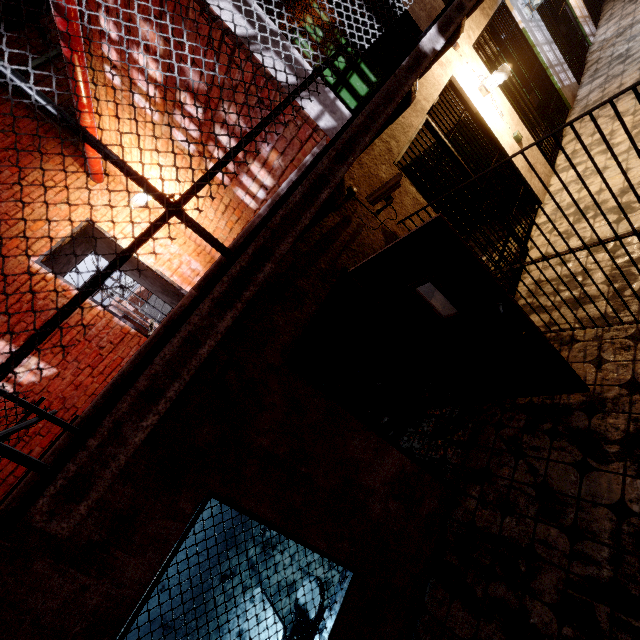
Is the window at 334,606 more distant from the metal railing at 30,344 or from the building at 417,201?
the building at 417,201

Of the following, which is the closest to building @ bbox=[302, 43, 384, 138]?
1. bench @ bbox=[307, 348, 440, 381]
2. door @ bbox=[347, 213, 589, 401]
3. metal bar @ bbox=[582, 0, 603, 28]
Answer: metal bar @ bbox=[582, 0, 603, 28]

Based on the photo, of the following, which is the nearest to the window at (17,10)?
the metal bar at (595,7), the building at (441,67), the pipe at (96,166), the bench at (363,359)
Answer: the pipe at (96,166)

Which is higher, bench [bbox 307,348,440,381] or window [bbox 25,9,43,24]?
window [bbox 25,9,43,24]

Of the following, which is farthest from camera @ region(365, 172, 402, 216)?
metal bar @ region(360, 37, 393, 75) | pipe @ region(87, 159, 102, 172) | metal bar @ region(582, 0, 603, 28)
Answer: metal bar @ region(582, 0, 603, 28)

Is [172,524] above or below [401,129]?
below

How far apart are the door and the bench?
0.72m

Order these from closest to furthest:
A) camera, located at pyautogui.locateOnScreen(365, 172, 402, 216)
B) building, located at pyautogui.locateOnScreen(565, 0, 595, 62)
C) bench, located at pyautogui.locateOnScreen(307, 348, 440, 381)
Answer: camera, located at pyautogui.locateOnScreen(365, 172, 402, 216)
bench, located at pyautogui.locateOnScreen(307, 348, 440, 381)
building, located at pyautogui.locateOnScreen(565, 0, 595, 62)
